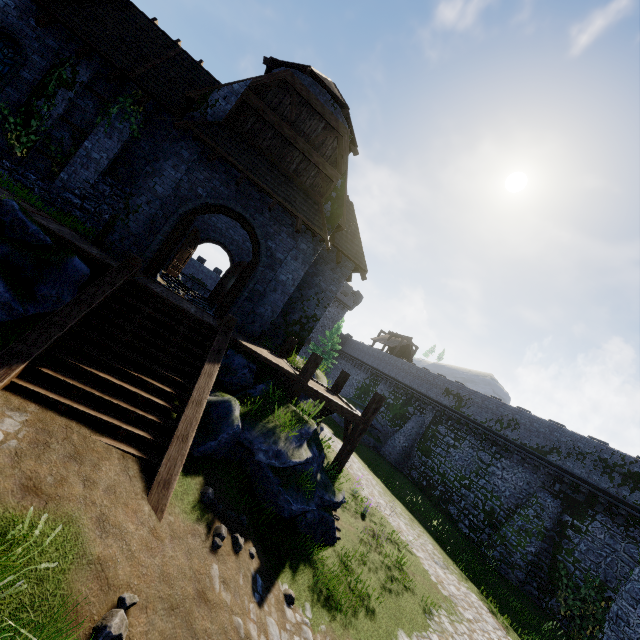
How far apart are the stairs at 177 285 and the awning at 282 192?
11.13m

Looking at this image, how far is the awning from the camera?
10.5 meters

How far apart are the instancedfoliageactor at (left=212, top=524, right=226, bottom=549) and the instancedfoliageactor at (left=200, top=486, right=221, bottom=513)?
0.34m

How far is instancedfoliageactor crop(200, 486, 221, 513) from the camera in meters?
6.2 m

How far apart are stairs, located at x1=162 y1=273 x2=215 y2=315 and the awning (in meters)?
11.13

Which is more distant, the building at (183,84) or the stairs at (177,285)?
the stairs at (177,285)

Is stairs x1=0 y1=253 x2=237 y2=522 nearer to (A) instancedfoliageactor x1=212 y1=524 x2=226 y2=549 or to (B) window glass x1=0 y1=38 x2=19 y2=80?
(A) instancedfoliageactor x1=212 y1=524 x2=226 y2=549

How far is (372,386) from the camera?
43.3 meters
